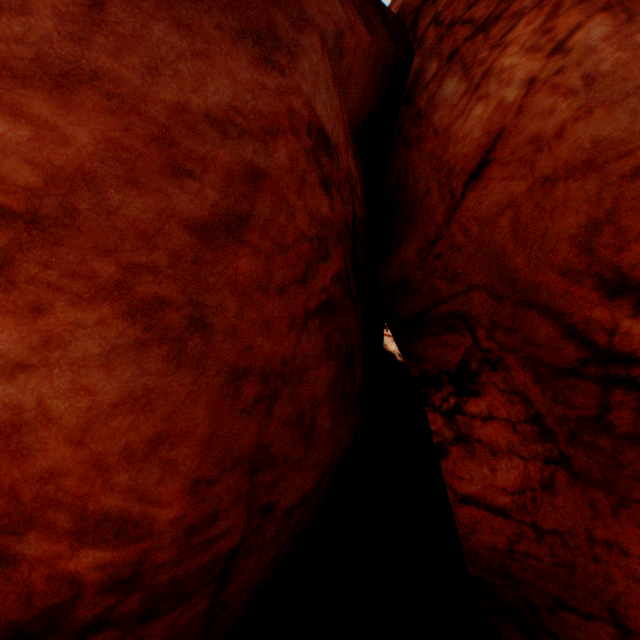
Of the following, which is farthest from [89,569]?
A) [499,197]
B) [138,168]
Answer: [499,197]
